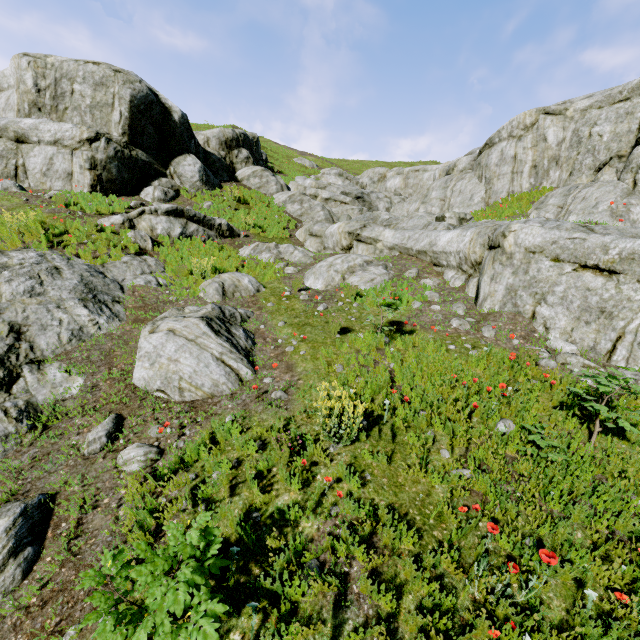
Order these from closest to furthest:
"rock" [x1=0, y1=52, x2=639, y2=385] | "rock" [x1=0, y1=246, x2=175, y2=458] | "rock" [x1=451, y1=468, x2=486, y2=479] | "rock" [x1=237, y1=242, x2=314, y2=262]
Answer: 1. "rock" [x1=451, y1=468, x2=486, y2=479]
2. "rock" [x1=0, y1=246, x2=175, y2=458]
3. "rock" [x1=0, y1=52, x2=639, y2=385]
4. "rock" [x1=237, y1=242, x2=314, y2=262]

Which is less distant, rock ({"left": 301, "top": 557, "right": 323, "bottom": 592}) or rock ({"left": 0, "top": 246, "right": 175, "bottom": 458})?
rock ({"left": 301, "top": 557, "right": 323, "bottom": 592})

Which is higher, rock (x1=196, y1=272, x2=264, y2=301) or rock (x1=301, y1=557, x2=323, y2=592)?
rock (x1=196, y1=272, x2=264, y2=301)

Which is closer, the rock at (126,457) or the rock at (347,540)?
the rock at (347,540)

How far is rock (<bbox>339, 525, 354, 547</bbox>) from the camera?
3.2 meters

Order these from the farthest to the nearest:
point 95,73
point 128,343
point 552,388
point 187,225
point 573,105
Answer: point 573,105 → point 95,73 → point 187,225 → point 128,343 → point 552,388
